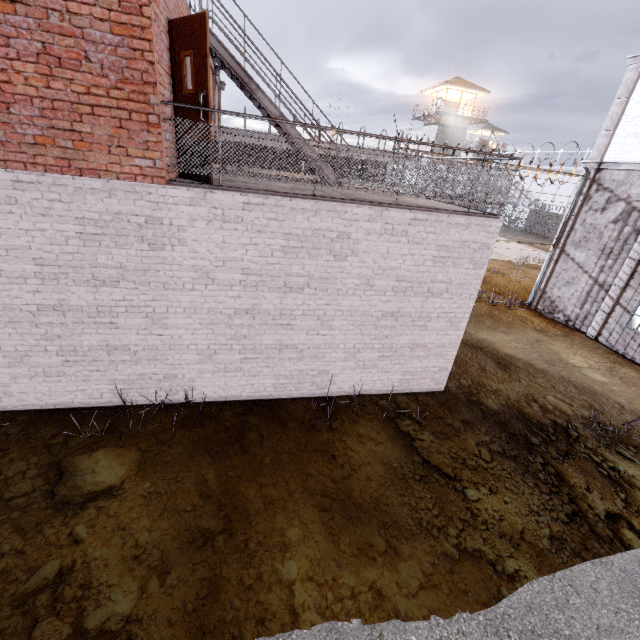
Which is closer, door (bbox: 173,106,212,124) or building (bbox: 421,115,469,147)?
door (bbox: 173,106,212,124)

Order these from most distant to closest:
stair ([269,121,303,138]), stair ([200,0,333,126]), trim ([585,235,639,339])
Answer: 1. trim ([585,235,639,339])
2. stair ([269,121,303,138])
3. stair ([200,0,333,126])

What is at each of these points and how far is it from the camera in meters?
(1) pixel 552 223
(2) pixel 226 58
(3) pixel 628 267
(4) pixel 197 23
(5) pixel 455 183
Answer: (1) fence, 36.9 m
(2) stair, 7.7 m
(3) trim, 11.1 m
(4) door, 4.4 m
(5) metal railing, 5.7 m

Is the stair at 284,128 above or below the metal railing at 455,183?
above

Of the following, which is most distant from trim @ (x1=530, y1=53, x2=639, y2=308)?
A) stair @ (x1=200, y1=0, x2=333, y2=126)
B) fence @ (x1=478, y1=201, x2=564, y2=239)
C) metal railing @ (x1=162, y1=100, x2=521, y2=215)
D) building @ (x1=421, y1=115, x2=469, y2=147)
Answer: building @ (x1=421, y1=115, x2=469, y2=147)

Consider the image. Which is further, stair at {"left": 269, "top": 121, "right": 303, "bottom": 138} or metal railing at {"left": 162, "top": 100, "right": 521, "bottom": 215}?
stair at {"left": 269, "top": 121, "right": 303, "bottom": 138}

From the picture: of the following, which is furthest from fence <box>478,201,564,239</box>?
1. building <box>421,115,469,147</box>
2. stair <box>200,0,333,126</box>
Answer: building <box>421,115,469,147</box>

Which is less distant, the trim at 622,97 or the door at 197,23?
the door at 197,23
